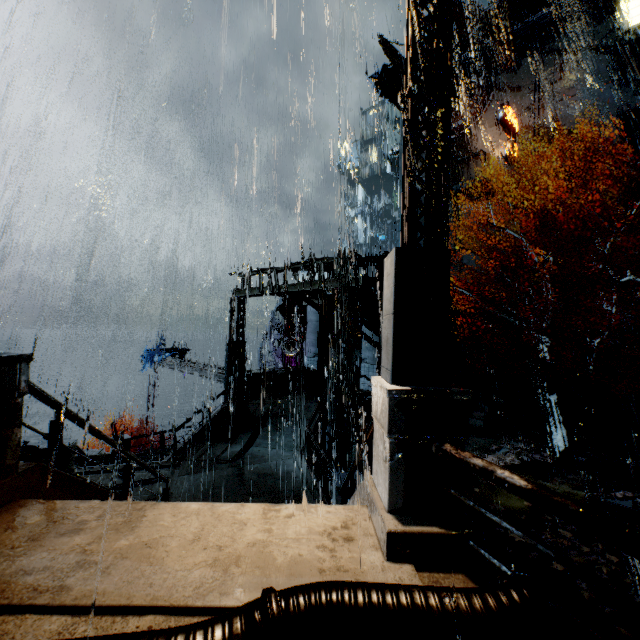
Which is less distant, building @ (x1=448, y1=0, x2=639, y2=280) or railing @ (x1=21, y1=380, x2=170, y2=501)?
railing @ (x1=21, y1=380, x2=170, y2=501)

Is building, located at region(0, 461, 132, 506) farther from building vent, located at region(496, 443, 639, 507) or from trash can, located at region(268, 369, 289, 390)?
building vent, located at region(496, 443, 639, 507)

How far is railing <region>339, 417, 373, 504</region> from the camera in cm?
488

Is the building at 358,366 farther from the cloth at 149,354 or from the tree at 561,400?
the cloth at 149,354

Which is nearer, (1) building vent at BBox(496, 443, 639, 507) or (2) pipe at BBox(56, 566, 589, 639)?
(2) pipe at BBox(56, 566, 589, 639)

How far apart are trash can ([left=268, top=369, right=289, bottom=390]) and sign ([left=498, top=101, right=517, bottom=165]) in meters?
30.8

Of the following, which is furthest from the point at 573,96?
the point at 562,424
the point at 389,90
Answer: the point at 562,424

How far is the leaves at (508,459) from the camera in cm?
1296
